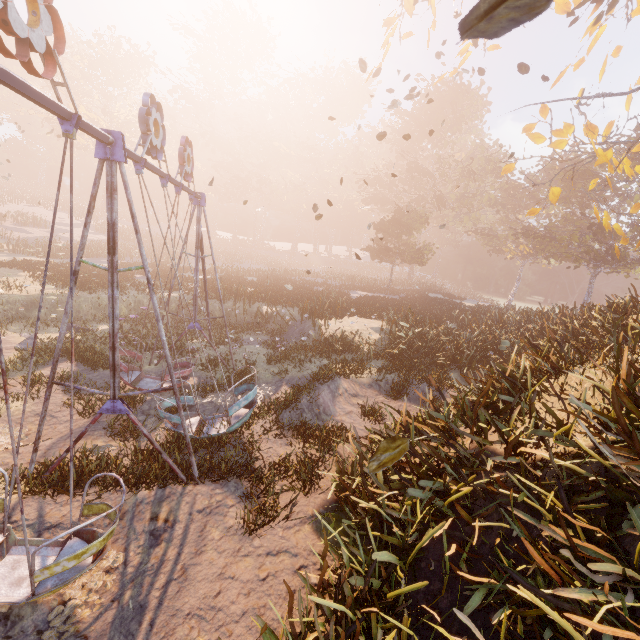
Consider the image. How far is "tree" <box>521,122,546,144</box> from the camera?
12.6m

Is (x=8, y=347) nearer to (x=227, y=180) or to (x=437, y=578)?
(x=437, y=578)

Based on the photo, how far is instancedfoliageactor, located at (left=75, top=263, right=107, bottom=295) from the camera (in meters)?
17.43

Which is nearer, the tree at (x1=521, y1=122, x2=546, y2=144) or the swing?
the swing

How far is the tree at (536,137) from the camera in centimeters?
1255cm

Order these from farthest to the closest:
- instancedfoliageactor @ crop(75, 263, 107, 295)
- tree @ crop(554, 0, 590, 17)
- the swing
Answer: instancedfoliageactor @ crop(75, 263, 107, 295), tree @ crop(554, 0, 590, 17), the swing

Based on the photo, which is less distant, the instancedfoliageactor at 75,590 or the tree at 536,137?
the instancedfoliageactor at 75,590

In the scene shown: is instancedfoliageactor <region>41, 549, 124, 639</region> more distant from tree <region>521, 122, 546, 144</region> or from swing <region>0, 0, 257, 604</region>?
tree <region>521, 122, 546, 144</region>
